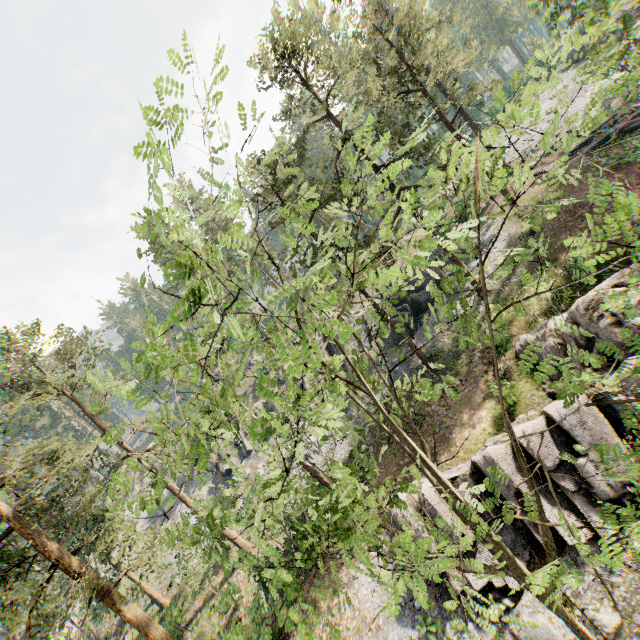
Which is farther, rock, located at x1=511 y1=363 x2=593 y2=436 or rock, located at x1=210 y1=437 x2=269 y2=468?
rock, located at x1=210 y1=437 x2=269 y2=468

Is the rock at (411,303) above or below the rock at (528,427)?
above

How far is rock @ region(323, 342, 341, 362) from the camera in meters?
35.9

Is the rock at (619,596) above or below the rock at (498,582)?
below

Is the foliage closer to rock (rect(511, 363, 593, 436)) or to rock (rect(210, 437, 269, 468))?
rock (rect(511, 363, 593, 436))

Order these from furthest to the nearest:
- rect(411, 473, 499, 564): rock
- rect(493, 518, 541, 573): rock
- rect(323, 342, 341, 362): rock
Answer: rect(323, 342, 341, 362): rock
rect(411, 473, 499, 564): rock
rect(493, 518, 541, 573): rock

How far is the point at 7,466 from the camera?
30.1 meters
